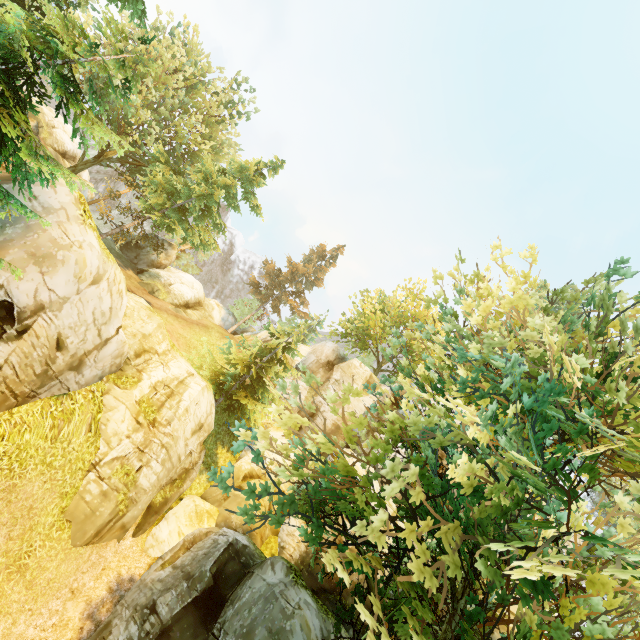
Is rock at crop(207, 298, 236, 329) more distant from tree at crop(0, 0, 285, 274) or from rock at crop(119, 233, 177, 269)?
rock at crop(119, 233, 177, 269)

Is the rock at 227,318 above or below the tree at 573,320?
above

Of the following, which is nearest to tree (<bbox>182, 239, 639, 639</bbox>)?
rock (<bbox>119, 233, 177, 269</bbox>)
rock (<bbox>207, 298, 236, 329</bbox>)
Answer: rock (<bbox>207, 298, 236, 329</bbox>)

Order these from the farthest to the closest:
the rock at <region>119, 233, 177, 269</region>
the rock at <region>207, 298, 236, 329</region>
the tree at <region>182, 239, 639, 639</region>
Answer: the rock at <region>207, 298, 236, 329</region> < the rock at <region>119, 233, 177, 269</region> < the tree at <region>182, 239, 639, 639</region>

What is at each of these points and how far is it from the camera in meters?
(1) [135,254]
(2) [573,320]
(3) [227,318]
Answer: (1) rock, 31.0
(2) tree, 8.2
(3) rock, 40.4

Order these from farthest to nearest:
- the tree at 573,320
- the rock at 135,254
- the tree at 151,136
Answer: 1. the rock at 135,254
2. the tree at 151,136
3. the tree at 573,320
